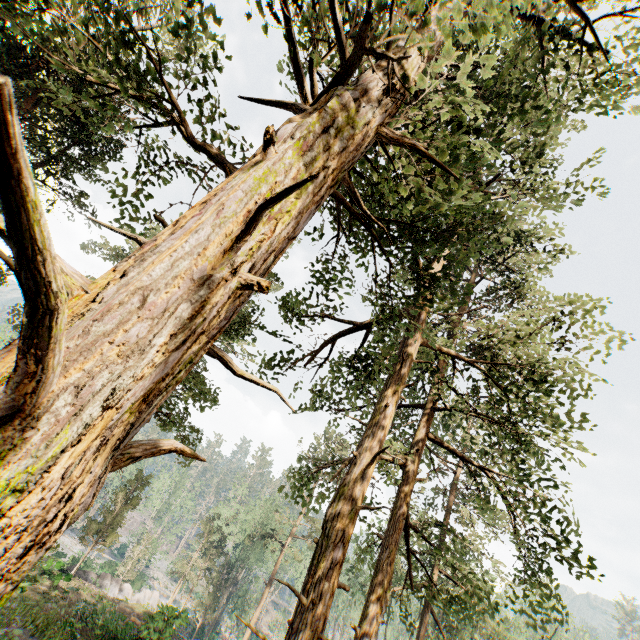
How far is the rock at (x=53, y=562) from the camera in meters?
23.4 m

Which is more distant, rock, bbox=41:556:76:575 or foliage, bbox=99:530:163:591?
foliage, bbox=99:530:163:591

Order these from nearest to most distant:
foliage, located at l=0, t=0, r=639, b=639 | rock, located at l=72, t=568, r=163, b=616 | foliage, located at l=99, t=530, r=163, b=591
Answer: foliage, located at l=0, t=0, r=639, b=639 → rock, located at l=72, t=568, r=163, b=616 → foliage, located at l=99, t=530, r=163, b=591

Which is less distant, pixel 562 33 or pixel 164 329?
pixel 164 329

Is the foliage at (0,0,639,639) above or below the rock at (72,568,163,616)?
above

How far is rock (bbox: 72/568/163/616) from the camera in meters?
26.7 m

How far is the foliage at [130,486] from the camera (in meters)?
26.78

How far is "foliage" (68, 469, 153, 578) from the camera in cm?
2678
